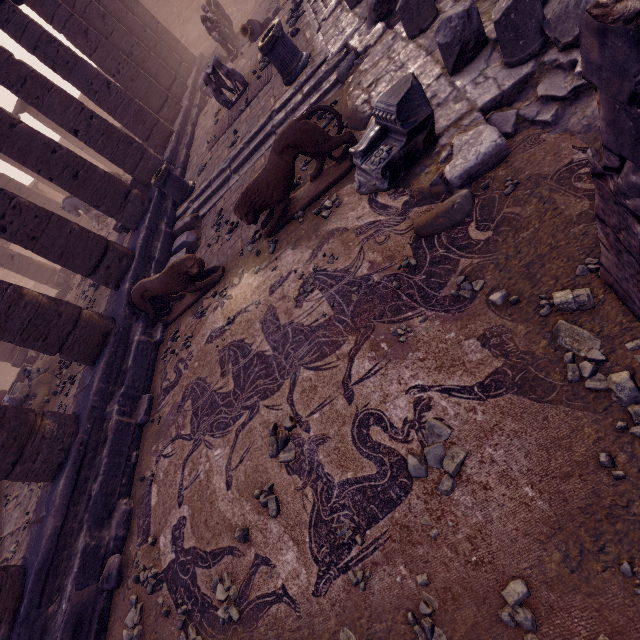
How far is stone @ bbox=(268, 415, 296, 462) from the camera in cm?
334

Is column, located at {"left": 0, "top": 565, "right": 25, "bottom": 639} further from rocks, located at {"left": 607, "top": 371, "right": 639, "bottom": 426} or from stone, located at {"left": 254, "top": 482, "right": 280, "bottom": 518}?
rocks, located at {"left": 607, "top": 371, "right": 639, "bottom": 426}

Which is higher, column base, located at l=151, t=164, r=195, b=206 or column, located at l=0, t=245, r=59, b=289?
column, located at l=0, t=245, r=59, b=289

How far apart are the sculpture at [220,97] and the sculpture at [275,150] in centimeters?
662cm

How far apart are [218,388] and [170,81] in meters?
15.8 m

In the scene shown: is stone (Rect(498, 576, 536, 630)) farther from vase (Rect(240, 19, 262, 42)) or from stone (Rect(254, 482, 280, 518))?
vase (Rect(240, 19, 262, 42))

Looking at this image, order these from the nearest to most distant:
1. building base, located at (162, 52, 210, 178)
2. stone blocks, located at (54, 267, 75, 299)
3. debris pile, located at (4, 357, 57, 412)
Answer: debris pile, located at (4, 357, 57, 412) → building base, located at (162, 52, 210, 178) → stone blocks, located at (54, 267, 75, 299)

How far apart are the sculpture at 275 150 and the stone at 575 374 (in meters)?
3.73
